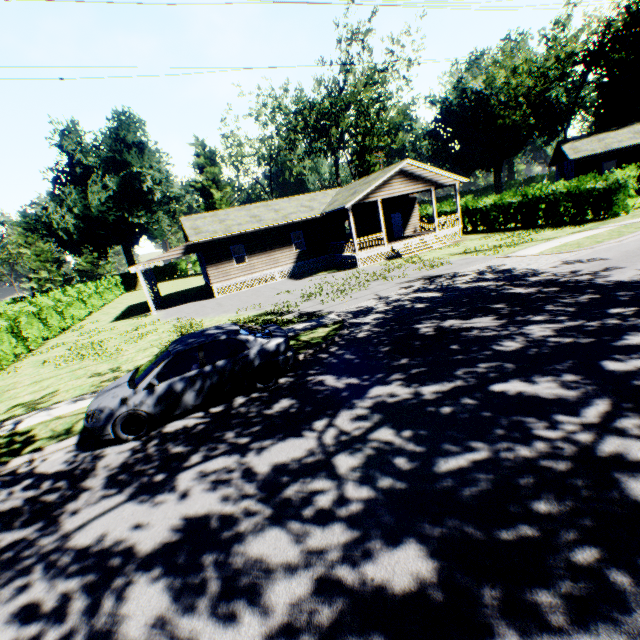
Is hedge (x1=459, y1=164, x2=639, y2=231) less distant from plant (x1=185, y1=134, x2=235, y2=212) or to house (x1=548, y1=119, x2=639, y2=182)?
house (x1=548, y1=119, x2=639, y2=182)

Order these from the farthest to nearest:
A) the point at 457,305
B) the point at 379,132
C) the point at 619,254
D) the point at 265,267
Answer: the point at 379,132 < the point at 265,267 < the point at 619,254 < the point at 457,305

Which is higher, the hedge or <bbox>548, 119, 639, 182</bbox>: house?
<bbox>548, 119, 639, 182</bbox>: house

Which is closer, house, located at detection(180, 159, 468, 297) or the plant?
house, located at detection(180, 159, 468, 297)

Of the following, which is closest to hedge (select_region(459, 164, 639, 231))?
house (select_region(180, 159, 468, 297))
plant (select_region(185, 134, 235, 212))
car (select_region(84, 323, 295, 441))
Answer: house (select_region(180, 159, 468, 297))

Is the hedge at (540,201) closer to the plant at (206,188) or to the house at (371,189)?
the house at (371,189)

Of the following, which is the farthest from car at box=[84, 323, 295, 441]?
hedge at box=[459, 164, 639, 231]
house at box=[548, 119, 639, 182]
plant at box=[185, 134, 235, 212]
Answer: plant at box=[185, 134, 235, 212]

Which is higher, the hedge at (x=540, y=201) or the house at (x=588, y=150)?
the house at (x=588, y=150)
